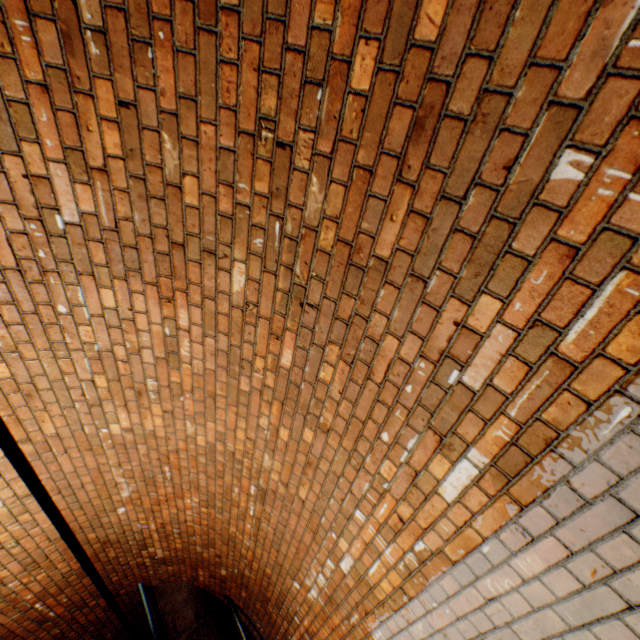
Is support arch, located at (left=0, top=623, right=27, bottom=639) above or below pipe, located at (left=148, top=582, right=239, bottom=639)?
above

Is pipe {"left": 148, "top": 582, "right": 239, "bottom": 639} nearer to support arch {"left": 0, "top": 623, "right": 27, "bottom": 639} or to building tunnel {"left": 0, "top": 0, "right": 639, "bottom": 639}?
building tunnel {"left": 0, "top": 0, "right": 639, "bottom": 639}

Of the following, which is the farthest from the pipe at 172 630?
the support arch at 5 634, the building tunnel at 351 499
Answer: the support arch at 5 634

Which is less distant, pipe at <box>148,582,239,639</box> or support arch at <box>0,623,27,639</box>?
support arch at <box>0,623,27,639</box>

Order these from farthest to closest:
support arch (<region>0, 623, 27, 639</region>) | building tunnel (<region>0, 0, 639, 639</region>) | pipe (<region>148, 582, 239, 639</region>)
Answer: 1. pipe (<region>148, 582, 239, 639</region>)
2. support arch (<region>0, 623, 27, 639</region>)
3. building tunnel (<region>0, 0, 639, 639</region>)

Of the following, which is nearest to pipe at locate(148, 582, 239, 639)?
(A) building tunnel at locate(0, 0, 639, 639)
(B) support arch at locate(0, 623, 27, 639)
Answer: (A) building tunnel at locate(0, 0, 639, 639)

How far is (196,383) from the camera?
2.45m
